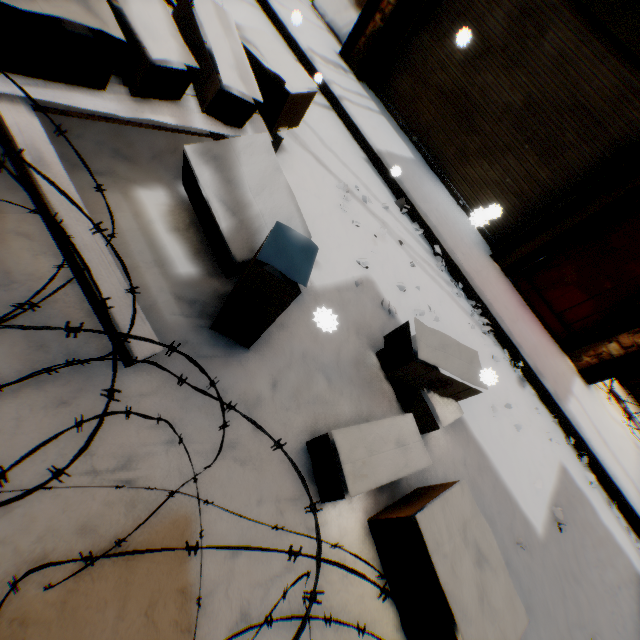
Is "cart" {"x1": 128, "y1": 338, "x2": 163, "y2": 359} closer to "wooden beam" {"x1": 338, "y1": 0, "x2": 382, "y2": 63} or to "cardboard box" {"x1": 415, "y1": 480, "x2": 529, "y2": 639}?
"cardboard box" {"x1": 415, "y1": 480, "x2": 529, "y2": 639}

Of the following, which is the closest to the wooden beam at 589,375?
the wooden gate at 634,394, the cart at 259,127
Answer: the wooden gate at 634,394

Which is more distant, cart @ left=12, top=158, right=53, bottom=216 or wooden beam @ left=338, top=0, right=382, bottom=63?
wooden beam @ left=338, top=0, right=382, bottom=63

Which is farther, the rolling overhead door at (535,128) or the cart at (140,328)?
the rolling overhead door at (535,128)

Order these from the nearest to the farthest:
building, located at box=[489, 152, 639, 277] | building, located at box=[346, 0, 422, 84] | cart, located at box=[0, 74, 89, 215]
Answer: cart, located at box=[0, 74, 89, 215], building, located at box=[489, 152, 639, 277], building, located at box=[346, 0, 422, 84]

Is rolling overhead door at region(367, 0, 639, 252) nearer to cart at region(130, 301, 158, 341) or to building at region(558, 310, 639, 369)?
building at region(558, 310, 639, 369)

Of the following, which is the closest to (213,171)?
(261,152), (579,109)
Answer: (261,152)

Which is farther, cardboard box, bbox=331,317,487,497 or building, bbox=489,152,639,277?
building, bbox=489,152,639,277
